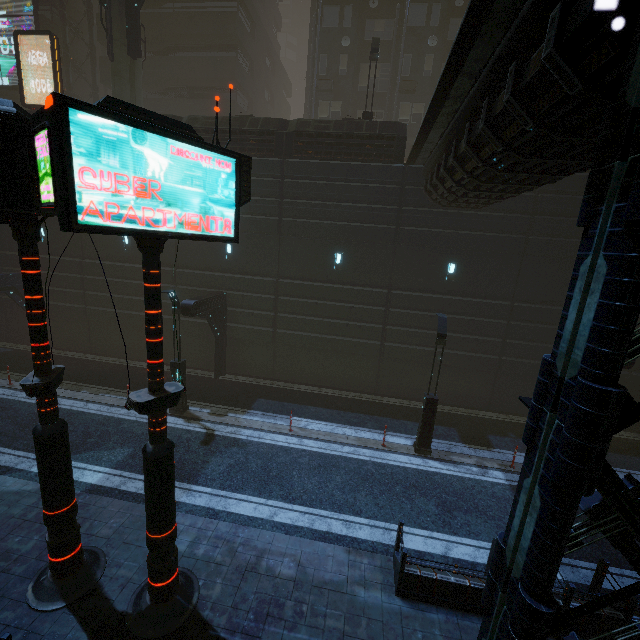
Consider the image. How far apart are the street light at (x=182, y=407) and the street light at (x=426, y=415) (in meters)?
10.08

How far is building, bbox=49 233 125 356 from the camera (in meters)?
18.94

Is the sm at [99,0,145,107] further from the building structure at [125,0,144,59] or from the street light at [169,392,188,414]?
the street light at [169,392,188,414]

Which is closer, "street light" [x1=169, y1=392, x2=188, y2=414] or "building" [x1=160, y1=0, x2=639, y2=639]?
"building" [x1=160, y1=0, x2=639, y2=639]

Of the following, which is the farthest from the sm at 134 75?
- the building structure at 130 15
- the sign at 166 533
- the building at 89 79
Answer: the sign at 166 533

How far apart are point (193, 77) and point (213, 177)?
28.1 meters

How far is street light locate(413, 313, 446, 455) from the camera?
12.12m

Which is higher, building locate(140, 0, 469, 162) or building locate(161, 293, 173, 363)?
building locate(140, 0, 469, 162)
